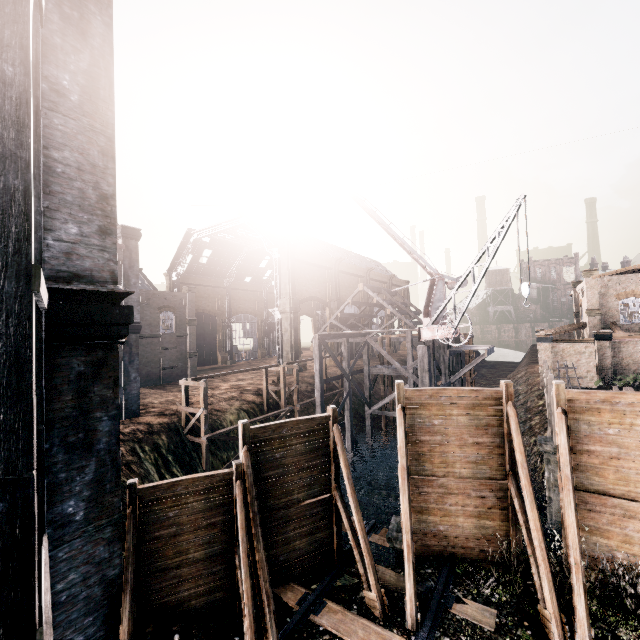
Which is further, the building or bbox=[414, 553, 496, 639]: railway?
the building

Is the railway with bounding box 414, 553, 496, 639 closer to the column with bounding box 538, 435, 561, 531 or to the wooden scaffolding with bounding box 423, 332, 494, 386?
the wooden scaffolding with bounding box 423, 332, 494, 386

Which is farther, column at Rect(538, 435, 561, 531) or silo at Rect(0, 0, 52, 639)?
column at Rect(538, 435, 561, 531)

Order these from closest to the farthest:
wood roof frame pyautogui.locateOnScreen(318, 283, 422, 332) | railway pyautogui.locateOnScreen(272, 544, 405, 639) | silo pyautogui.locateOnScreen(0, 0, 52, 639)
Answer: silo pyautogui.locateOnScreen(0, 0, 52, 639) → railway pyautogui.locateOnScreen(272, 544, 405, 639) → wood roof frame pyautogui.locateOnScreen(318, 283, 422, 332)

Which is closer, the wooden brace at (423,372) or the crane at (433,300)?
the crane at (433,300)

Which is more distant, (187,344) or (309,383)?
(187,344)

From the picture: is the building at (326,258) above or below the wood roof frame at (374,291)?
below

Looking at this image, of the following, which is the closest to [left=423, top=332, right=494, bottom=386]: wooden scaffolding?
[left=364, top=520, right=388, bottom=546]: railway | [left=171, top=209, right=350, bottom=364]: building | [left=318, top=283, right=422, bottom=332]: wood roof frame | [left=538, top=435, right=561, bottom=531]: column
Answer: [left=538, top=435, right=561, bottom=531]: column
